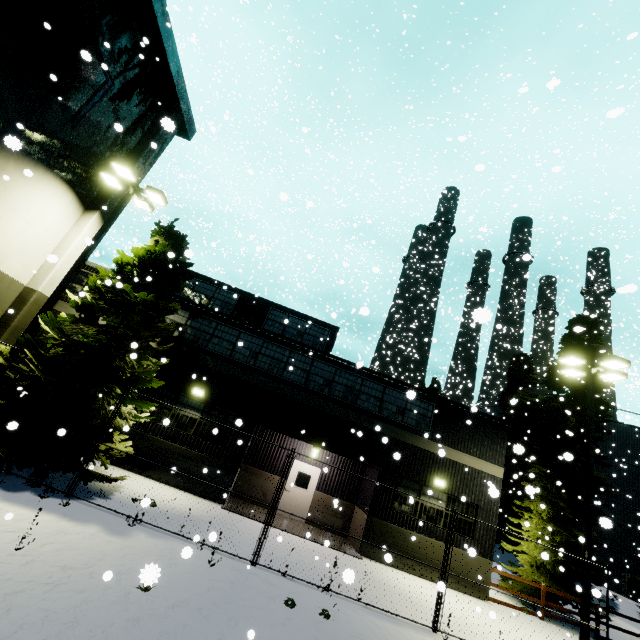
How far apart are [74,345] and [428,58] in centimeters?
3349cm

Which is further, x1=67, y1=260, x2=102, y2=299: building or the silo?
the silo

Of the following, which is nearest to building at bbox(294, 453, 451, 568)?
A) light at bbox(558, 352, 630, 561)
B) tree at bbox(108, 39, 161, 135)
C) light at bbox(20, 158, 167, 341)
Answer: tree at bbox(108, 39, 161, 135)

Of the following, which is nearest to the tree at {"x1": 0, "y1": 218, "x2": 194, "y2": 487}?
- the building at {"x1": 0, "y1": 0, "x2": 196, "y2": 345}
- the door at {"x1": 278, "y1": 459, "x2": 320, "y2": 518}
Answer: the building at {"x1": 0, "y1": 0, "x2": 196, "y2": 345}

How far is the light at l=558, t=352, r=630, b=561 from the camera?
10.8m

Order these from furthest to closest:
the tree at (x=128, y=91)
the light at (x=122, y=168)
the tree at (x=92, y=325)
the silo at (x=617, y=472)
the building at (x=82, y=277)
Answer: the silo at (x=617, y=472) → the building at (x=82, y=277) → the tree at (x=128, y=91) → the light at (x=122, y=168) → the tree at (x=92, y=325)

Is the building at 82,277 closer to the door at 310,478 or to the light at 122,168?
the door at 310,478

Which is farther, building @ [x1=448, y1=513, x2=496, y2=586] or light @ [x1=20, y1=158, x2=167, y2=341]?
building @ [x1=448, y1=513, x2=496, y2=586]
